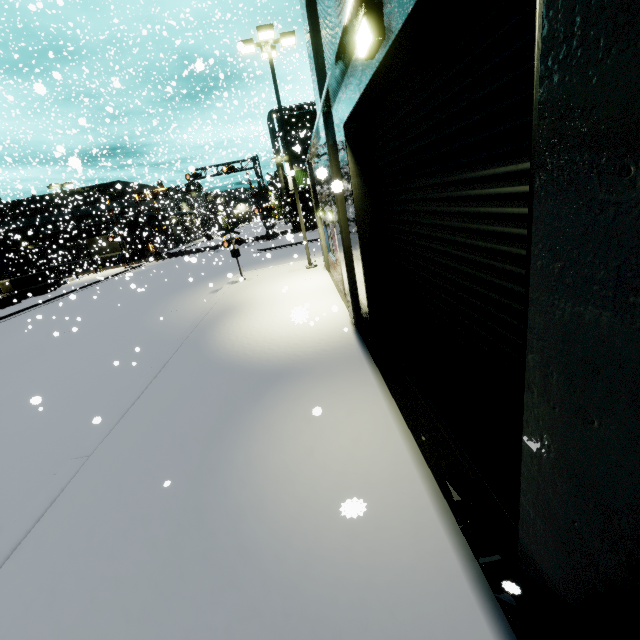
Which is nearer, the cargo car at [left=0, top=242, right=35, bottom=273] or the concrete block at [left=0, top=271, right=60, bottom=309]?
the concrete block at [left=0, top=271, right=60, bottom=309]

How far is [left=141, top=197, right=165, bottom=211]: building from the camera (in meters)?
46.06

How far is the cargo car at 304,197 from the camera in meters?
42.2 m

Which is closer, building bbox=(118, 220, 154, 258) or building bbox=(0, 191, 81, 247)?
building bbox=(0, 191, 81, 247)

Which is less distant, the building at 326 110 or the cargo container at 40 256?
the building at 326 110

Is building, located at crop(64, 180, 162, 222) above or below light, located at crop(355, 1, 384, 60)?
above

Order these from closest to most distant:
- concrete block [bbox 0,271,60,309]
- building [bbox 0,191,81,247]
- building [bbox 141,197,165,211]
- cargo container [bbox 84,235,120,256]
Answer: concrete block [bbox 0,271,60,309] → building [bbox 0,191,81,247] → cargo container [bbox 84,235,120,256] → building [bbox 141,197,165,211]

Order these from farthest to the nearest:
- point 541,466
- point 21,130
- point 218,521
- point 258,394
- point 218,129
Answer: point 218,129 → point 21,130 → point 258,394 → point 218,521 → point 541,466
